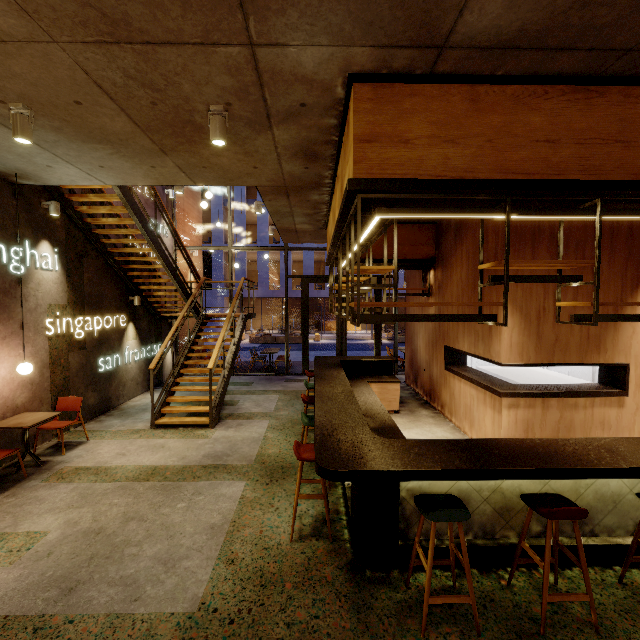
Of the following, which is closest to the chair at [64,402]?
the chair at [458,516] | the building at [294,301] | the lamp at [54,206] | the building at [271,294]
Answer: the lamp at [54,206]

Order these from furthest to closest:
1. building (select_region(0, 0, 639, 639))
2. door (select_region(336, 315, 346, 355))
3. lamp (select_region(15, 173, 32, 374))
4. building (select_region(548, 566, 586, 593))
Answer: door (select_region(336, 315, 346, 355))
lamp (select_region(15, 173, 32, 374))
building (select_region(548, 566, 586, 593))
building (select_region(0, 0, 639, 639))

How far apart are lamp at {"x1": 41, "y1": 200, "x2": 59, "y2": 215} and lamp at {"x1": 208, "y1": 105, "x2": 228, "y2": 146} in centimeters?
450cm

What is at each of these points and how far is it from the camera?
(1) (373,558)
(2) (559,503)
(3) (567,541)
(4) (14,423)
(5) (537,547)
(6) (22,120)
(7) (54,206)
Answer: (1) bar counter, 3.1 meters
(2) chair, 2.7 meters
(3) bar counter, 3.2 meters
(4) table, 4.9 meters
(5) bar counter, 3.1 meters
(6) lamp, 3.2 meters
(7) lamp, 5.9 meters

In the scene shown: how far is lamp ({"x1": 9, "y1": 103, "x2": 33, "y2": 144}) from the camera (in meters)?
3.21

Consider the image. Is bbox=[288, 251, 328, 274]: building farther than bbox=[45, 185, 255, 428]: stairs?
Yes

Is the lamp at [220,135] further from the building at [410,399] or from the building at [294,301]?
the building at [294,301]

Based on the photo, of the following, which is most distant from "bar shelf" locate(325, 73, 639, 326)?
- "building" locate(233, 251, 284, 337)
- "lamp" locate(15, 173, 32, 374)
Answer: "building" locate(233, 251, 284, 337)
